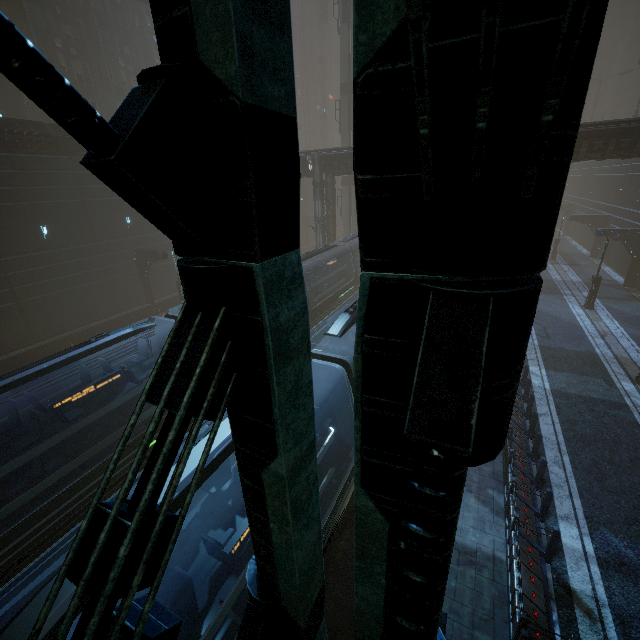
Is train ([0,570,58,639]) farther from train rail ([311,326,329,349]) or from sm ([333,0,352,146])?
sm ([333,0,352,146])

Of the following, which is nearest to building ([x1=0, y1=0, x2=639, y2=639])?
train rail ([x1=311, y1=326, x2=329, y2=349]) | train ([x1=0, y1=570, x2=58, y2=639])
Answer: train rail ([x1=311, y1=326, x2=329, y2=349])

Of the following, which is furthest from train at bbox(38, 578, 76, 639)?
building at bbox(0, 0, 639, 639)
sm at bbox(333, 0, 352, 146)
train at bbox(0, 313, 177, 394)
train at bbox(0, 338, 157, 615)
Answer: sm at bbox(333, 0, 352, 146)

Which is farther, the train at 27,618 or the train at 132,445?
the train at 132,445

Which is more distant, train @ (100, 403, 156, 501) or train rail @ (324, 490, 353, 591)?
train @ (100, 403, 156, 501)

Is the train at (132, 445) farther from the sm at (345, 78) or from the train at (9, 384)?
the sm at (345, 78)

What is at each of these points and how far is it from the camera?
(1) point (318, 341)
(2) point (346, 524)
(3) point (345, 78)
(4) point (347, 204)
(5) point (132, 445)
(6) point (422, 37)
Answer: (1) train rail, 23.20m
(2) train rail, 10.09m
(3) sm, 33.66m
(4) sm, 38.44m
(5) train, 10.27m
(6) building, 0.53m

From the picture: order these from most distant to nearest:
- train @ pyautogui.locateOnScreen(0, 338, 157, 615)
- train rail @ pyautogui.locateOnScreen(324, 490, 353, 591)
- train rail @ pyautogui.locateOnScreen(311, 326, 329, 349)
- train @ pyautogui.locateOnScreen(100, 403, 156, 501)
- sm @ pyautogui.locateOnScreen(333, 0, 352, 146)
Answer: sm @ pyautogui.locateOnScreen(333, 0, 352, 146)
train rail @ pyautogui.locateOnScreen(311, 326, 329, 349)
train @ pyautogui.locateOnScreen(100, 403, 156, 501)
train rail @ pyautogui.locateOnScreen(324, 490, 353, 591)
train @ pyautogui.locateOnScreen(0, 338, 157, 615)
